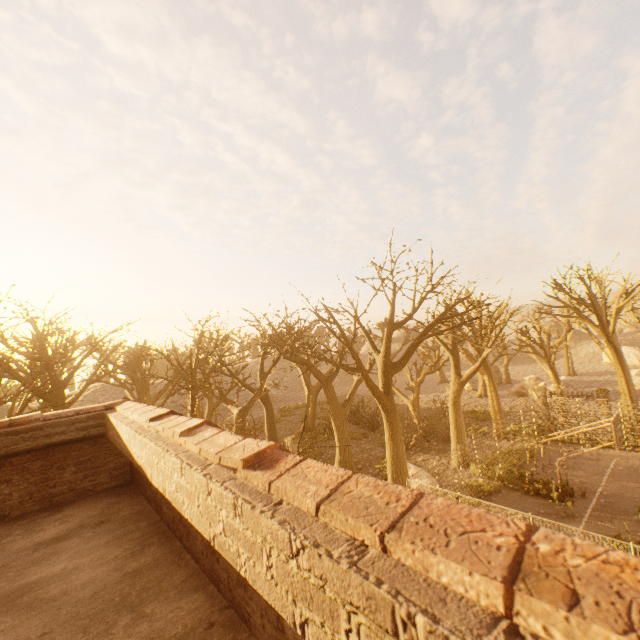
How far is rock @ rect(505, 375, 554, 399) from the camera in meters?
33.2 m

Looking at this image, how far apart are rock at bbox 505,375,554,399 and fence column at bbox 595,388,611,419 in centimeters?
1053cm

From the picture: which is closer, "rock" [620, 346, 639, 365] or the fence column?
the fence column

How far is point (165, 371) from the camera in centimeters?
5994cm

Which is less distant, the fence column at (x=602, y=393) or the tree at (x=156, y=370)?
the tree at (x=156, y=370)

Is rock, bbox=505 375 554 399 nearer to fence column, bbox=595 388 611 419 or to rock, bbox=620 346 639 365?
fence column, bbox=595 388 611 419

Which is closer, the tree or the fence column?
the tree

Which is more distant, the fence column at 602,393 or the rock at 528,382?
the rock at 528,382
